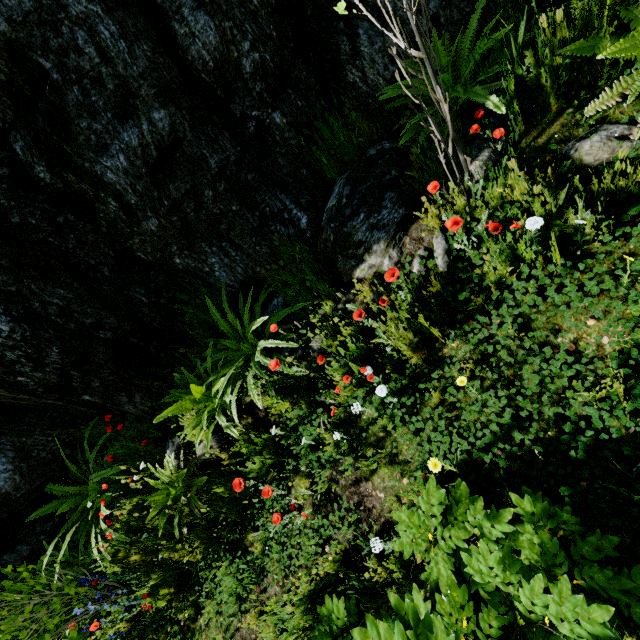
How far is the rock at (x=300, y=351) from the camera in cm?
322

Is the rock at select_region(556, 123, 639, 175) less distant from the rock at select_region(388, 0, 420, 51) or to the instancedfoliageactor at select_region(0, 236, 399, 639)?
the rock at select_region(388, 0, 420, 51)

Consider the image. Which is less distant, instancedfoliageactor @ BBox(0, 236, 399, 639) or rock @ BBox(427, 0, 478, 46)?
rock @ BBox(427, 0, 478, 46)

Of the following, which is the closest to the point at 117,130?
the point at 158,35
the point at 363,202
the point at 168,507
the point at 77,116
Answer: the point at 77,116

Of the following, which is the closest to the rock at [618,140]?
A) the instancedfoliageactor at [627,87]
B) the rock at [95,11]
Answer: the instancedfoliageactor at [627,87]

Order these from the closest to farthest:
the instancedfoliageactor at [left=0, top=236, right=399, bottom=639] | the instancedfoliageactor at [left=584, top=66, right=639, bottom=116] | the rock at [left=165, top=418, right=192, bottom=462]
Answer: the instancedfoliageactor at [left=584, top=66, right=639, bottom=116], the instancedfoliageactor at [left=0, top=236, right=399, bottom=639], the rock at [left=165, top=418, right=192, bottom=462]

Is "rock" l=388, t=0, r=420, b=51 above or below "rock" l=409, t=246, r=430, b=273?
above
